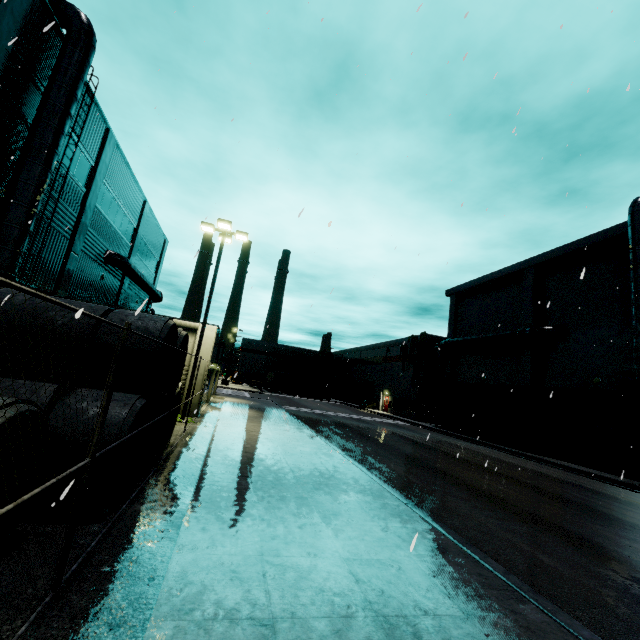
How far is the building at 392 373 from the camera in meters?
42.6

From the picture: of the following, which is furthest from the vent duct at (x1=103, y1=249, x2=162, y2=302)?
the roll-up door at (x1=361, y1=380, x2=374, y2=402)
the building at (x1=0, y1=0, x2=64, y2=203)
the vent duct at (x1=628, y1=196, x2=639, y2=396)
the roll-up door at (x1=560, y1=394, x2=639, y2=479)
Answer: the vent duct at (x1=628, y1=196, x2=639, y2=396)

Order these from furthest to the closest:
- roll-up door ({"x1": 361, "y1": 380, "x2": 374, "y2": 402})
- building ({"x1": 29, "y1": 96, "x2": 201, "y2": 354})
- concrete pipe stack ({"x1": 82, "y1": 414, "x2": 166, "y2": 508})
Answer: roll-up door ({"x1": 361, "y1": 380, "x2": 374, "y2": 402}), building ({"x1": 29, "y1": 96, "x2": 201, "y2": 354}), concrete pipe stack ({"x1": 82, "y1": 414, "x2": 166, "y2": 508})

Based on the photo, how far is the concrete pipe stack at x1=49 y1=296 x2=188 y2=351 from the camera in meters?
6.8

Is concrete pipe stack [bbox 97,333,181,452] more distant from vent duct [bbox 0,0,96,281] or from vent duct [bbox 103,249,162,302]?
vent duct [bbox 103,249,162,302]

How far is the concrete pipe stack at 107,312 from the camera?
6.8 meters

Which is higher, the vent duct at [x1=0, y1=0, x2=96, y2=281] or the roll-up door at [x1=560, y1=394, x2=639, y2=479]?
the vent duct at [x1=0, y1=0, x2=96, y2=281]

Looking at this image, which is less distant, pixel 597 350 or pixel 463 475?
pixel 463 475
